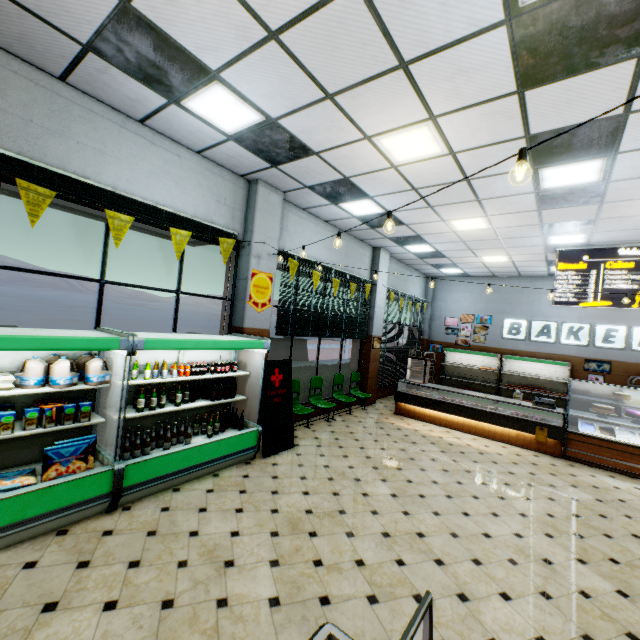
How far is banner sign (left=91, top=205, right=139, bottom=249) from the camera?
4.1m

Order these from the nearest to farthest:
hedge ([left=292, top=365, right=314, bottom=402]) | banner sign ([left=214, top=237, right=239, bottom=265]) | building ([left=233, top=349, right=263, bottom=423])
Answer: banner sign ([left=214, top=237, right=239, bottom=265]) → building ([left=233, top=349, right=263, bottom=423]) → hedge ([left=292, top=365, right=314, bottom=402])

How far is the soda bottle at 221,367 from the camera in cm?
514

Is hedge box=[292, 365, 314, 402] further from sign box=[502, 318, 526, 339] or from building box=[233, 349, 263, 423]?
sign box=[502, 318, 526, 339]

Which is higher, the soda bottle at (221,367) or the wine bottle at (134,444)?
the soda bottle at (221,367)

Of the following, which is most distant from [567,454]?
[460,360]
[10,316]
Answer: [10,316]

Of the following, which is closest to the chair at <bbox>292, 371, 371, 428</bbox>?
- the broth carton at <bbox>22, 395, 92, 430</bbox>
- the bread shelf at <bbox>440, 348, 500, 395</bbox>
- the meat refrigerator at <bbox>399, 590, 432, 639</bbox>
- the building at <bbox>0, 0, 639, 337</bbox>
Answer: the building at <bbox>0, 0, 639, 337</bbox>
